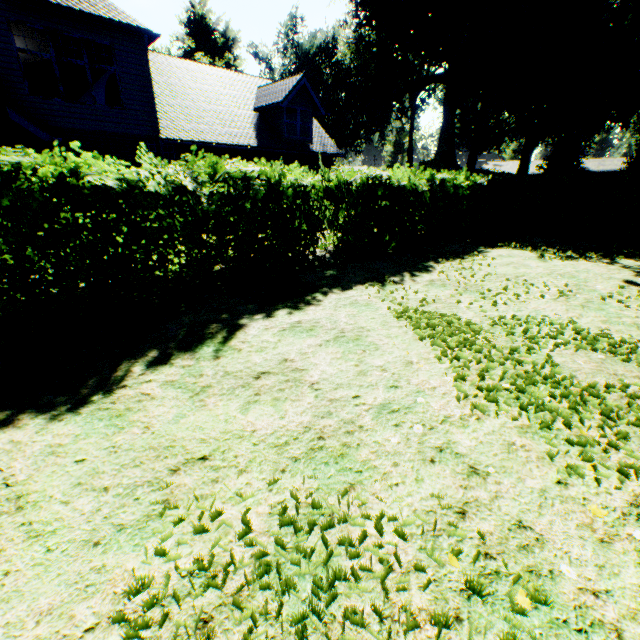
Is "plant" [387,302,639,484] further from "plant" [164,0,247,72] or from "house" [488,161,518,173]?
"house" [488,161,518,173]

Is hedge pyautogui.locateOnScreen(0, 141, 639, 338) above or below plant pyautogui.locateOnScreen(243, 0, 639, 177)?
below

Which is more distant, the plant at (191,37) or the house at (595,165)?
the house at (595,165)

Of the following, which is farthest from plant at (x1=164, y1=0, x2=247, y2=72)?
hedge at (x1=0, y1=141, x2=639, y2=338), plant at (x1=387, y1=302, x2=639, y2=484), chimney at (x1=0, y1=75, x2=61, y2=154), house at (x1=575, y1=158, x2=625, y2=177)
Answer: plant at (x1=387, y1=302, x2=639, y2=484)

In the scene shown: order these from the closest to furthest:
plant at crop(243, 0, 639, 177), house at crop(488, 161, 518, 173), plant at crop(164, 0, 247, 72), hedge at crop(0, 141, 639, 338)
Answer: hedge at crop(0, 141, 639, 338), plant at crop(243, 0, 639, 177), plant at crop(164, 0, 247, 72), house at crop(488, 161, 518, 173)

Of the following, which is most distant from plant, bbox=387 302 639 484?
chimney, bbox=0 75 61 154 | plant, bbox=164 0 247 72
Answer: plant, bbox=164 0 247 72

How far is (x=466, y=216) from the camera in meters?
12.9 m

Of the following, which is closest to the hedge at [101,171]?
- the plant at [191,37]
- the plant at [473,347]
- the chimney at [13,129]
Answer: the plant at [473,347]
